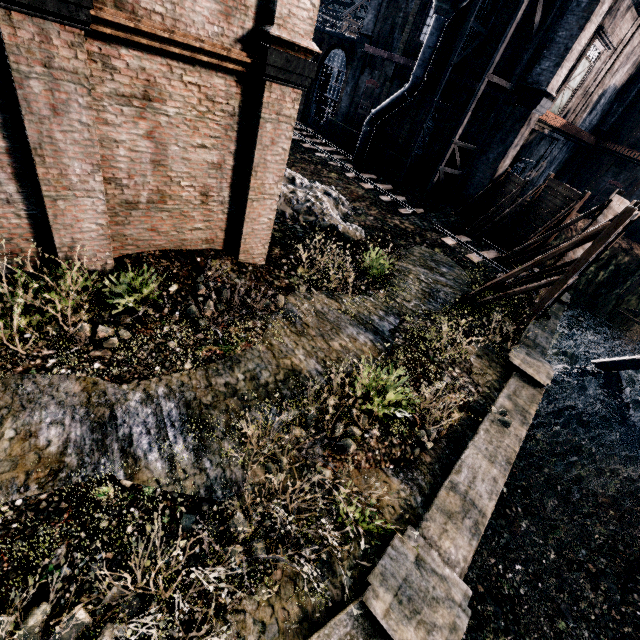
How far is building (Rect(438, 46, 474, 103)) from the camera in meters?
22.0

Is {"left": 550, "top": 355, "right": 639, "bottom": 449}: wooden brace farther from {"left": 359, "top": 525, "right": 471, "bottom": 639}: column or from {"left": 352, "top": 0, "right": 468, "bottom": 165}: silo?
{"left": 359, "top": 525, "right": 471, "bottom": 639}: column

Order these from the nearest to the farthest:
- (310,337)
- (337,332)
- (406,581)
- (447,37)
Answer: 1. (406,581)
2. (310,337)
3. (337,332)
4. (447,37)

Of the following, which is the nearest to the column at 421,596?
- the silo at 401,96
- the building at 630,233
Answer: the silo at 401,96

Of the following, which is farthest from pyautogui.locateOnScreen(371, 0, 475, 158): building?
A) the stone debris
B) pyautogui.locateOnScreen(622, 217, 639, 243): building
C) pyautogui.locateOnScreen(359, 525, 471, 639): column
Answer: pyautogui.locateOnScreen(622, 217, 639, 243): building

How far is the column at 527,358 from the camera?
11.15m

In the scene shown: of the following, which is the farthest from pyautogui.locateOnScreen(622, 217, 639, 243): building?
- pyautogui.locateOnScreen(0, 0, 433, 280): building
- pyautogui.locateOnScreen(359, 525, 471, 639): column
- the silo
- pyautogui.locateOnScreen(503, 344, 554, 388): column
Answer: pyautogui.locateOnScreen(359, 525, 471, 639): column

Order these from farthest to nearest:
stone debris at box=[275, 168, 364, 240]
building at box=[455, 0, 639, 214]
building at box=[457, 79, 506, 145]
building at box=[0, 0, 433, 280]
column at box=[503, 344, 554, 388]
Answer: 1. building at box=[457, 79, 506, 145]
2. building at box=[455, 0, 639, 214]
3. stone debris at box=[275, 168, 364, 240]
4. column at box=[503, 344, 554, 388]
5. building at box=[0, 0, 433, 280]
